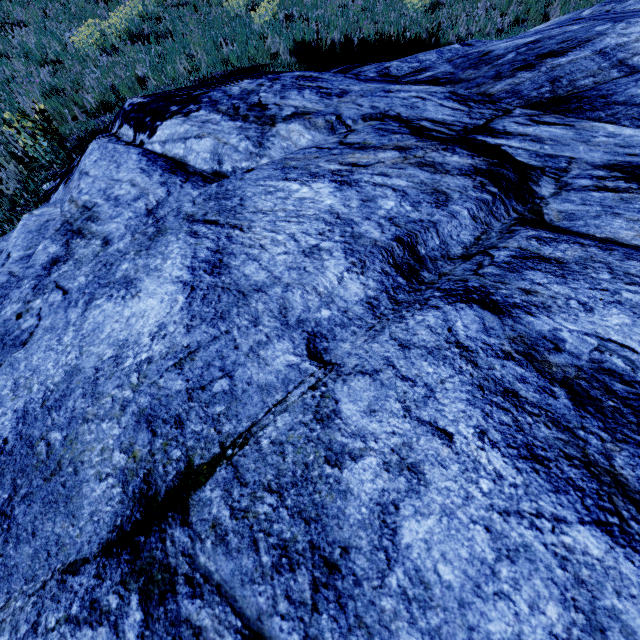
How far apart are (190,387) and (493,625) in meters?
1.1
